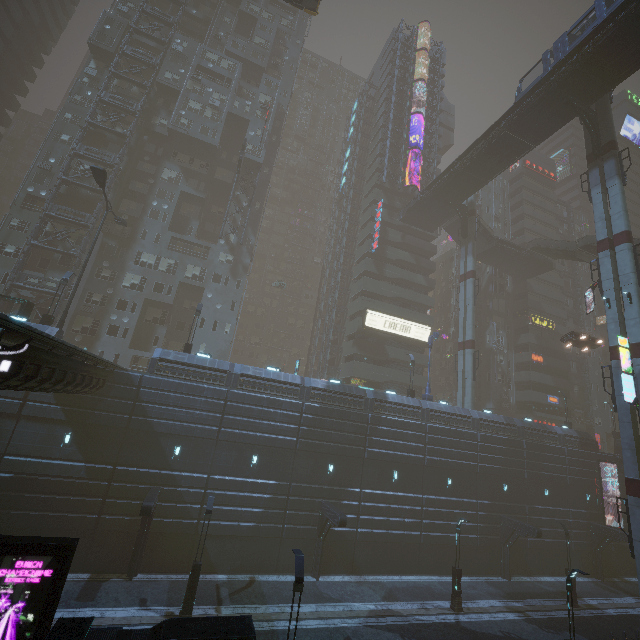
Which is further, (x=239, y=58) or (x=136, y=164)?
(x=239, y=58)

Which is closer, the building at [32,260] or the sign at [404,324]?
the building at [32,260]

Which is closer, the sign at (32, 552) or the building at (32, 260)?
the sign at (32, 552)

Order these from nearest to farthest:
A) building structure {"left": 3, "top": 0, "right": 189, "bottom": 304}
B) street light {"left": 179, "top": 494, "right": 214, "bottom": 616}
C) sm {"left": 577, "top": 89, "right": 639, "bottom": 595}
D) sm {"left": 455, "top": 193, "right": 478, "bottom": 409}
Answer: street light {"left": 179, "top": 494, "right": 214, "bottom": 616} < sm {"left": 577, "top": 89, "right": 639, "bottom": 595} < building structure {"left": 3, "top": 0, "right": 189, "bottom": 304} < sm {"left": 455, "top": 193, "right": 478, "bottom": 409}

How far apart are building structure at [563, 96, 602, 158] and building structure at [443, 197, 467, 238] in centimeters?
1471cm

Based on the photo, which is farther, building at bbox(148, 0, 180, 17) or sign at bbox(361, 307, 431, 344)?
building at bbox(148, 0, 180, 17)

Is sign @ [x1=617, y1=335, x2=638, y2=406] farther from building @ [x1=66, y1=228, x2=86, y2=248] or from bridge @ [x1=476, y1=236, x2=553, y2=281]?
bridge @ [x1=476, y1=236, x2=553, y2=281]

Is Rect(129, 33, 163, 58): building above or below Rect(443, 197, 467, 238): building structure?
above
